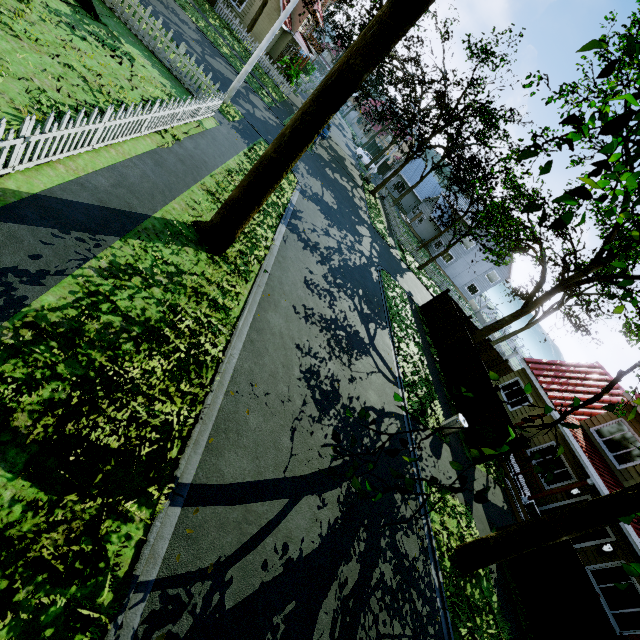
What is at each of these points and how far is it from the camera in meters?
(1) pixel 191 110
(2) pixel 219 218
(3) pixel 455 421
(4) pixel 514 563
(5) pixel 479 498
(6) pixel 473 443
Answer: (1) fence, 10.3 m
(2) tree, 7.7 m
(3) trash can, 12.3 m
(4) fence, 10.5 m
(5) tree, 2.4 m
(6) fence, 13.9 m

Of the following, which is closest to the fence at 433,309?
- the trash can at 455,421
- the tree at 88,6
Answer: the tree at 88,6

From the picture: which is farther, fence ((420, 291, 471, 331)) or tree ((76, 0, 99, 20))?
fence ((420, 291, 471, 331))

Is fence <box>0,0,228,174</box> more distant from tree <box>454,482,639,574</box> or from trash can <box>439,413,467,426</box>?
trash can <box>439,413,467,426</box>

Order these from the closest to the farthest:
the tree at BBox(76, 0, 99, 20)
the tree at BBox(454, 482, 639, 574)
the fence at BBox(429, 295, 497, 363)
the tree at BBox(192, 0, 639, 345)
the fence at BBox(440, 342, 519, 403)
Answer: the tree at BBox(192, 0, 639, 345)
the tree at BBox(454, 482, 639, 574)
the tree at BBox(76, 0, 99, 20)
the fence at BBox(440, 342, 519, 403)
the fence at BBox(429, 295, 497, 363)
